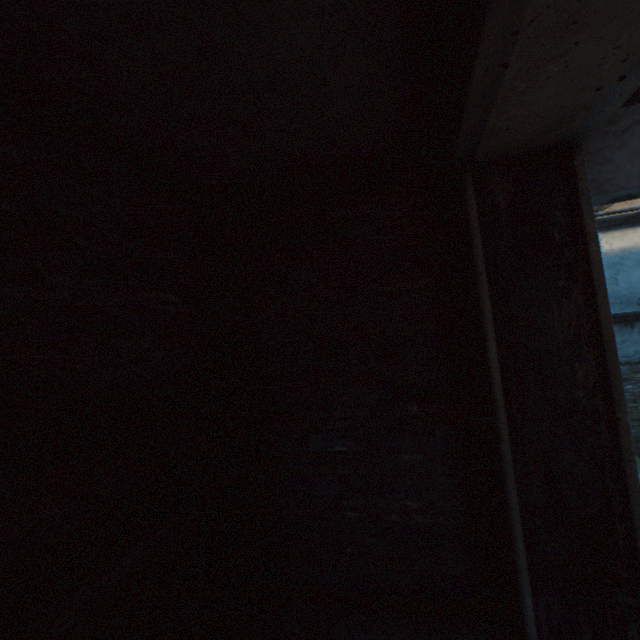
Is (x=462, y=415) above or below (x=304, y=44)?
below

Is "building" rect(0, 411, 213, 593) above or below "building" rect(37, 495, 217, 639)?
above

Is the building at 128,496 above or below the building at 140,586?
above
